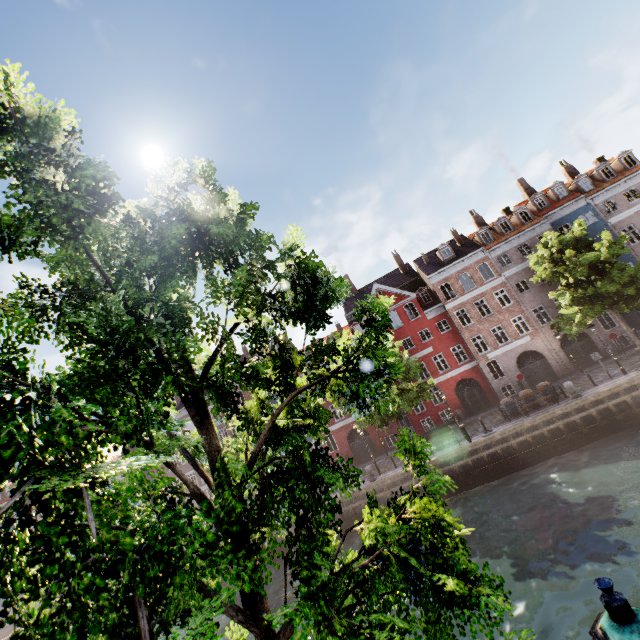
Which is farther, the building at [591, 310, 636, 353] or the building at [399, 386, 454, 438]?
the building at [399, 386, 454, 438]

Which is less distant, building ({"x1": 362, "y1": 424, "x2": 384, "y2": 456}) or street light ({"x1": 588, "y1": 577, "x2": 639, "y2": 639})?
street light ({"x1": 588, "y1": 577, "x2": 639, "y2": 639})

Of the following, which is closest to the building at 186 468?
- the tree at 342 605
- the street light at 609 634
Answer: the street light at 609 634

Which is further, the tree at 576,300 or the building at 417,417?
the building at 417,417

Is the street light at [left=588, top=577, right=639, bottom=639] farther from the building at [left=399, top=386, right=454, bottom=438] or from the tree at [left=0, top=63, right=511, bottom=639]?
the building at [left=399, top=386, right=454, bottom=438]

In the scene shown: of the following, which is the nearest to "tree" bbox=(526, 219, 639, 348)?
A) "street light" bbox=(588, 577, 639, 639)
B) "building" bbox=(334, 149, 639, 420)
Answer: "street light" bbox=(588, 577, 639, 639)

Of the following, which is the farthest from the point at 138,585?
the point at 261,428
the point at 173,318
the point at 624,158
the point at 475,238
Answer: the point at 624,158
